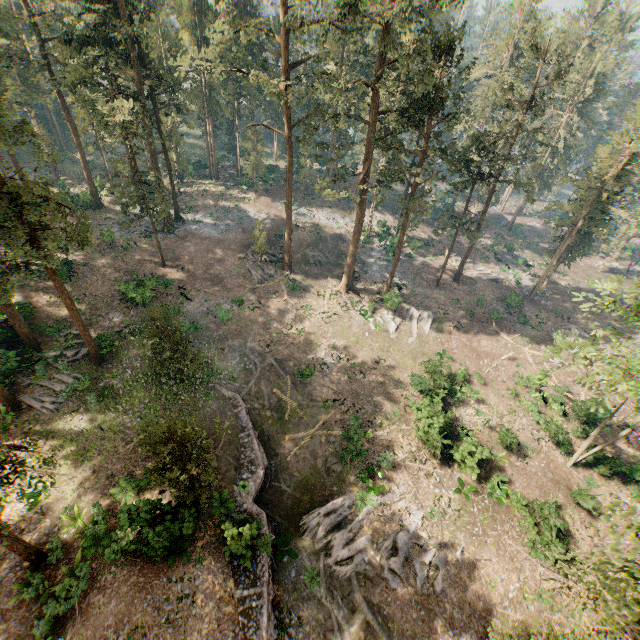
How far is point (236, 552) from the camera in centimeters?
1681cm

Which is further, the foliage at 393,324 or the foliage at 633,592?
the foliage at 393,324

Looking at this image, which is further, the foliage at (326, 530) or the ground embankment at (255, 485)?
the foliage at (326, 530)

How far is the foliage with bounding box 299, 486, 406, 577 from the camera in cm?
1933

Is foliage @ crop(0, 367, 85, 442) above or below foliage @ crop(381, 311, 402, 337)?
above

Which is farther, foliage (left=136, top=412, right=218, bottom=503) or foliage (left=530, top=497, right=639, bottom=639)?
foliage (left=136, top=412, right=218, bottom=503)

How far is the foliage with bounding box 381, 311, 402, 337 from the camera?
35.69m
